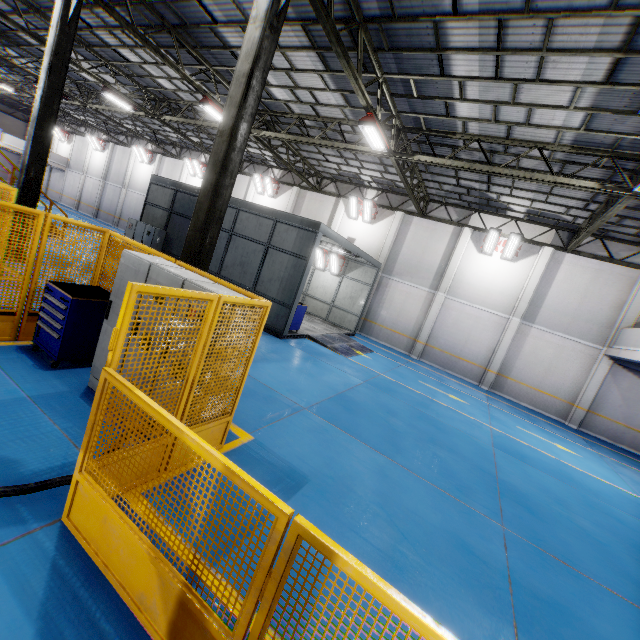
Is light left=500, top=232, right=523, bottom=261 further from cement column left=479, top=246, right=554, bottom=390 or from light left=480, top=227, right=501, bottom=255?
cement column left=479, top=246, right=554, bottom=390

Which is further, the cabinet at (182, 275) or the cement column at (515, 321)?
the cement column at (515, 321)

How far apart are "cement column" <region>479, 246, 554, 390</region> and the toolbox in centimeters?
1737cm

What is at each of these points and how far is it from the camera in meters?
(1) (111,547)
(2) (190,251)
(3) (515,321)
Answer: (1) metal panel, 2.6
(2) metal pole, 6.3
(3) cement column, 16.8

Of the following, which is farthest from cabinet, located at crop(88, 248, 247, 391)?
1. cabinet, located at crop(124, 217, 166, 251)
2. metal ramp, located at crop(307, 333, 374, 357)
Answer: cabinet, located at crop(124, 217, 166, 251)

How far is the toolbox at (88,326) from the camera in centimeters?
496cm

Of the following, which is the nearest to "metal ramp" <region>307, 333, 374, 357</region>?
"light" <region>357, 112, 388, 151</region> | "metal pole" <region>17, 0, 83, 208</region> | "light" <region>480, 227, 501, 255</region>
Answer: "light" <region>357, 112, 388, 151</region>

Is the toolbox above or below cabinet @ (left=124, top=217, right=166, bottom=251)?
below
